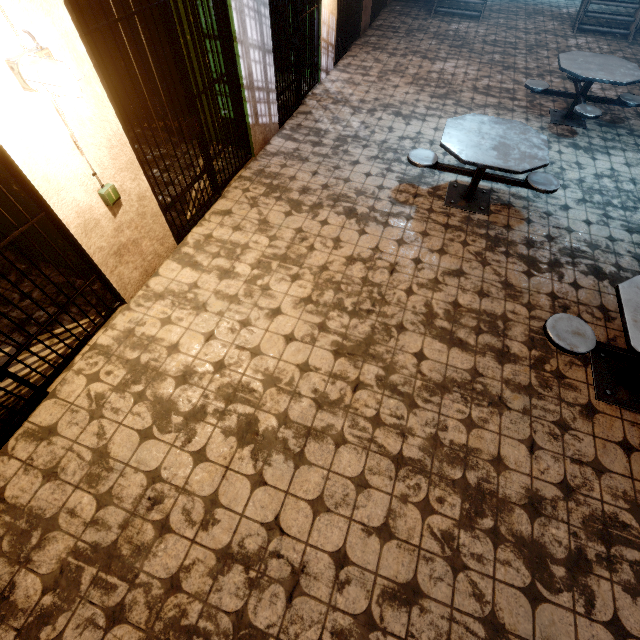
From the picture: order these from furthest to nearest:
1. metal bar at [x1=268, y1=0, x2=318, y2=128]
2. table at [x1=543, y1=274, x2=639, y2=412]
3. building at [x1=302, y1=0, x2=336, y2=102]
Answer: building at [x1=302, y1=0, x2=336, y2=102] < metal bar at [x1=268, y1=0, x2=318, y2=128] < table at [x1=543, y1=274, x2=639, y2=412]

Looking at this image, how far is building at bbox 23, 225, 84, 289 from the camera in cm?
316

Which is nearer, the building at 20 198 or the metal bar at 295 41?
the building at 20 198

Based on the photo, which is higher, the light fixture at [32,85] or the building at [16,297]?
the light fixture at [32,85]

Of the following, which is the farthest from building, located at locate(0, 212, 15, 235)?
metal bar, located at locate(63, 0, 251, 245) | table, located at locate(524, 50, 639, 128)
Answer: table, located at locate(524, 50, 639, 128)

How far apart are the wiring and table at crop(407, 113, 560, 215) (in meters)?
3.46

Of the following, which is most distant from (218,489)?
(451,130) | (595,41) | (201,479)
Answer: (595,41)

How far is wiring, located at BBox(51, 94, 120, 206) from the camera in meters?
2.2 m
